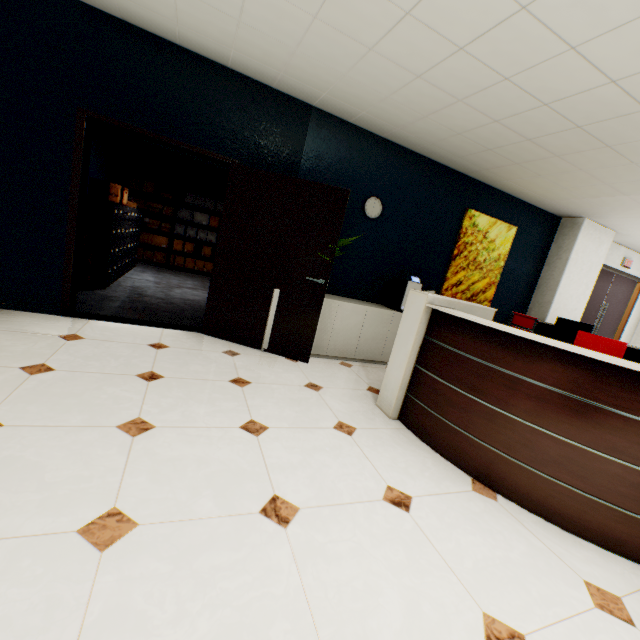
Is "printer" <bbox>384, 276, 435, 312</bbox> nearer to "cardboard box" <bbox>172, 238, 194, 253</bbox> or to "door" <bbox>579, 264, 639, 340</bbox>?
"door" <bbox>579, 264, 639, 340</bbox>

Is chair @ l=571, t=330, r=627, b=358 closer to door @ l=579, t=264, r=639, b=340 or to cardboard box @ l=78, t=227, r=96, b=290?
door @ l=579, t=264, r=639, b=340

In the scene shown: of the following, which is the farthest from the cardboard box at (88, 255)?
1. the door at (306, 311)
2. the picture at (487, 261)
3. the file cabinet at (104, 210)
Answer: the picture at (487, 261)

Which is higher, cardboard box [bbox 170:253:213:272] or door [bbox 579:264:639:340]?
door [bbox 579:264:639:340]

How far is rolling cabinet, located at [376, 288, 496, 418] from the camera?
2.8m

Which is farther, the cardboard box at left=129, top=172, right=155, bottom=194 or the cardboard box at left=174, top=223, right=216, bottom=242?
the cardboard box at left=174, top=223, right=216, bottom=242

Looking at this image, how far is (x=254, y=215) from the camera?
3.7m

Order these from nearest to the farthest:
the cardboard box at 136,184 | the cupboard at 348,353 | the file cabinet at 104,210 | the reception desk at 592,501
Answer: the reception desk at 592,501, the cupboard at 348,353, the file cabinet at 104,210, the cardboard box at 136,184
